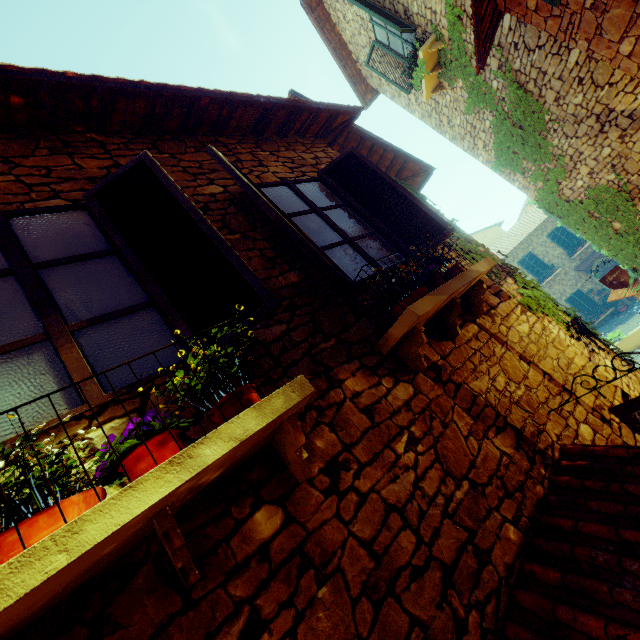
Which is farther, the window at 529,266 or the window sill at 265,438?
the window at 529,266

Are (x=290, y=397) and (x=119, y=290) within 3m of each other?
yes

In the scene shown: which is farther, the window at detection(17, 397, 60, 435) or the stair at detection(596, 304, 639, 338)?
the stair at detection(596, 304, 639, 338)

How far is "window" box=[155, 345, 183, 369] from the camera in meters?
1.8 m

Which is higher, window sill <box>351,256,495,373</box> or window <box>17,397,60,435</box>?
window <box>17,397,60,435</box>

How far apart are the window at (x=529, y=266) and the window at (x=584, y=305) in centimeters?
200cm

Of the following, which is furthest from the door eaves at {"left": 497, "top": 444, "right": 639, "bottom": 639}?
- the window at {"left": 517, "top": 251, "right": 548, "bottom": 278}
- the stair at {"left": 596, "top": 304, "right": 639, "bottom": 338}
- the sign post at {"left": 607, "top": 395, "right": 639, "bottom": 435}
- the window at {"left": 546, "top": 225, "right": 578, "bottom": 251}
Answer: the window at {"left": 546, "top": 225, "right": 578, "bottom": 251}

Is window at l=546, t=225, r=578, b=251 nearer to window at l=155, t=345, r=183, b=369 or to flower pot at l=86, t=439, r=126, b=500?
window at l=155, t=345, r=183, b=369
